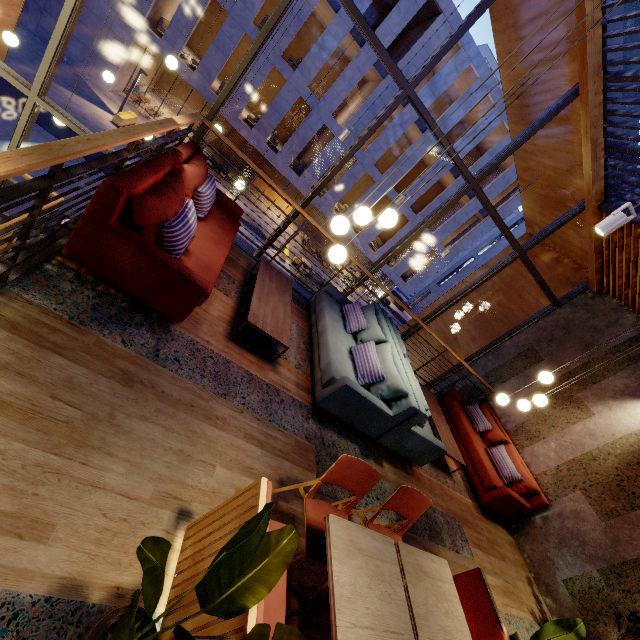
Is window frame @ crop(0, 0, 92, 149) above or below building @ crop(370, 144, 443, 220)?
below

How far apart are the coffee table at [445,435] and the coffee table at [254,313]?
3.4 meters

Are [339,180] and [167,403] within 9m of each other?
no

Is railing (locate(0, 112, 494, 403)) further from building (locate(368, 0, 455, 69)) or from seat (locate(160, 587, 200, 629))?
building (locate(368, 0, 455, 69))

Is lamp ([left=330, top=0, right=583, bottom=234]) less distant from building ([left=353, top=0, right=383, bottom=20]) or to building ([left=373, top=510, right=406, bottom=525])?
building ([left=373, top=510, right=406, bottom=525])

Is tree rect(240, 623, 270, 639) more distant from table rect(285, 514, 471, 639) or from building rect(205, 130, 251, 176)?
building rect(205, 130, 251, 176)

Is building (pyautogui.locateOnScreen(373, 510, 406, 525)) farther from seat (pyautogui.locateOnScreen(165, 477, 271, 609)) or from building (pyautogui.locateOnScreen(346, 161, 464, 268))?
building (pyautogui.locateOnScreen(346, 161, 464, 268))

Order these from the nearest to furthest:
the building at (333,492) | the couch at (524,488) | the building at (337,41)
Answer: the building at (333,492) < the couch at (524,488) < the building at (337,41)
